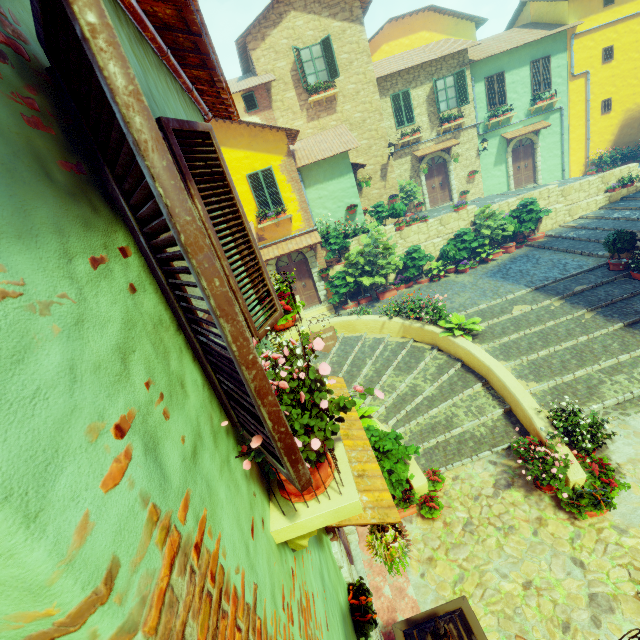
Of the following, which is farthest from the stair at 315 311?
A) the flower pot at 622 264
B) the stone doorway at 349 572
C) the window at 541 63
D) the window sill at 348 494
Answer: the window at 541 63

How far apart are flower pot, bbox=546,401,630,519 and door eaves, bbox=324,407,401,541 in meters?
4.2 m

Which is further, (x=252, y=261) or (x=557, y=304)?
(x=557, y=304)

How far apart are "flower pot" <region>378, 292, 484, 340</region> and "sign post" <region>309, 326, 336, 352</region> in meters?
4.9

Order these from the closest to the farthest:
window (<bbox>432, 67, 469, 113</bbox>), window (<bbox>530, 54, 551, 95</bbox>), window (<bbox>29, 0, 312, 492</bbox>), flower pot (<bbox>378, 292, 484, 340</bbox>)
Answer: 1. window (<bbox>29, 0, 312, 492</bbox>)
2. flower pot (<bbox>378, 292, 484, 340</bbox>)
3. window (<bbox>432, 67, 469, 113</bbox>)
4. window (<bbox>530, 54, 551, 95</bbox>)

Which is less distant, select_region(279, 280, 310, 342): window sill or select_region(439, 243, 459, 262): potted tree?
select_region(279, 280, 310, 342): window sill

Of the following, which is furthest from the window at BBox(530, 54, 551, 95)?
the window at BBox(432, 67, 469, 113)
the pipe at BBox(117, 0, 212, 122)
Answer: the pipe at BBox(117, 0, 212, 122)

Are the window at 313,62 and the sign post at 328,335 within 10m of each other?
no
